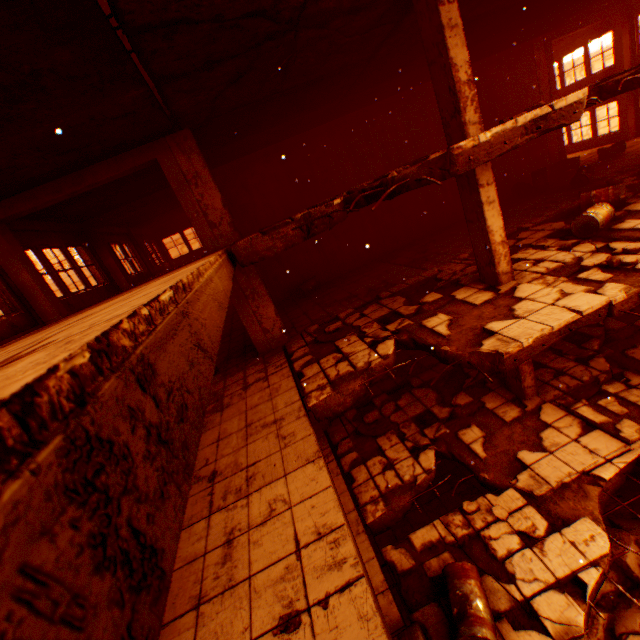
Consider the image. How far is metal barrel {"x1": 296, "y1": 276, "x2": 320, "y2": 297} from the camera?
12.68m

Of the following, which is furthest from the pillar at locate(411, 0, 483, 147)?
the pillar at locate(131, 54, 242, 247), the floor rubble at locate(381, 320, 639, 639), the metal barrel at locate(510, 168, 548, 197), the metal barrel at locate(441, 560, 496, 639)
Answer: the metal barrel at locate(510, 168, 548, 197)

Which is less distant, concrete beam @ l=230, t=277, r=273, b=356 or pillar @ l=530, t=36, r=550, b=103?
concrete beam @ l=230, t=277, r=273, b=356

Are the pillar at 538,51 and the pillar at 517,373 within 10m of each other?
no

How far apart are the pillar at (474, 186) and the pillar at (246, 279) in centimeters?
499cm

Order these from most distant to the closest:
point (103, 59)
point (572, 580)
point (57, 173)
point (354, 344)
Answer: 1. point (354, 344)
2. point (57, 173)
3. point (572, 580)
4. point (103, 59)

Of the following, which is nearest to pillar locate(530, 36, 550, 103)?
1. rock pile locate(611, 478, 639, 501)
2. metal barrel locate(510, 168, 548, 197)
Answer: metal barrel locate(510, 168, 548, 197)

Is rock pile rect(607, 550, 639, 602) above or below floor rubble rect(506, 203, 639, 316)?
below
